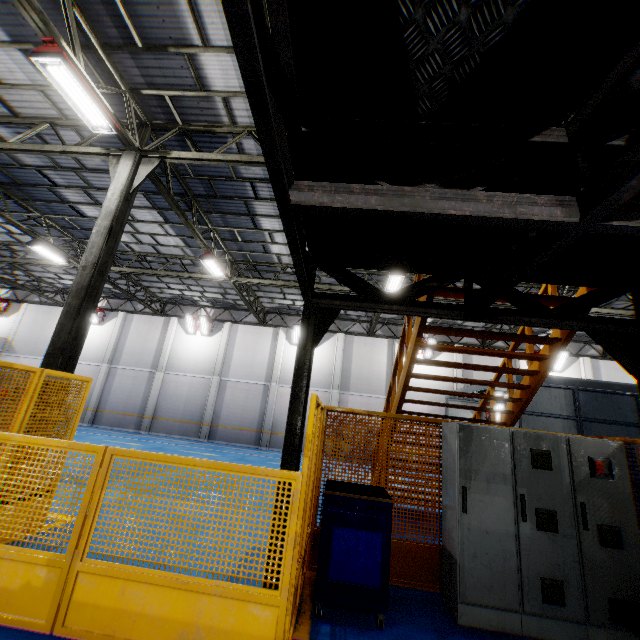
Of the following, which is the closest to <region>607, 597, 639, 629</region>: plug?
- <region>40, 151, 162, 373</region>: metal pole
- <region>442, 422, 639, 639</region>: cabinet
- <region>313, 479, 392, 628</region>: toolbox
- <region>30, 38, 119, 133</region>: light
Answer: <region>442, 422, 639, 639</region>: cabinet

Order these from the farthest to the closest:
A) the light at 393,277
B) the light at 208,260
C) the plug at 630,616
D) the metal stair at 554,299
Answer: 1. the light at 208,260
2. the light at 393,277
3. the metal stair at 554,299
4. the plug at 630,616

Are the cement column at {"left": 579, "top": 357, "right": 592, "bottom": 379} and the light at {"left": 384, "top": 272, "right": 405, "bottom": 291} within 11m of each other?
no

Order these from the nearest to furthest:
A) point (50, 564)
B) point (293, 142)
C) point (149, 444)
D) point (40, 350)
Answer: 1. point (293, 142)
2. point (50, 564)
3. point (149, 444)
4. point (40, 350)

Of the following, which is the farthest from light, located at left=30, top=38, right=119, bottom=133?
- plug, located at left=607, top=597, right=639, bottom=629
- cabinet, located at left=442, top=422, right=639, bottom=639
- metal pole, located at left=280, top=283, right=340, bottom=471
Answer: plug, located at left=607, top=597, right=639, bottom=629

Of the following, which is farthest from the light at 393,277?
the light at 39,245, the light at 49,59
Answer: the light at 39,245

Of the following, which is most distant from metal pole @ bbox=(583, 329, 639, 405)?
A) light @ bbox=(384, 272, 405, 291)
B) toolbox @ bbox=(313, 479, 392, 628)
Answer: light @ bbox=(384, 272, 405, 291)

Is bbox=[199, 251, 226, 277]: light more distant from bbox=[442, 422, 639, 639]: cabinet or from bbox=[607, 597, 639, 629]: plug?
bbox=[607, 597, 639, 629]: plug
